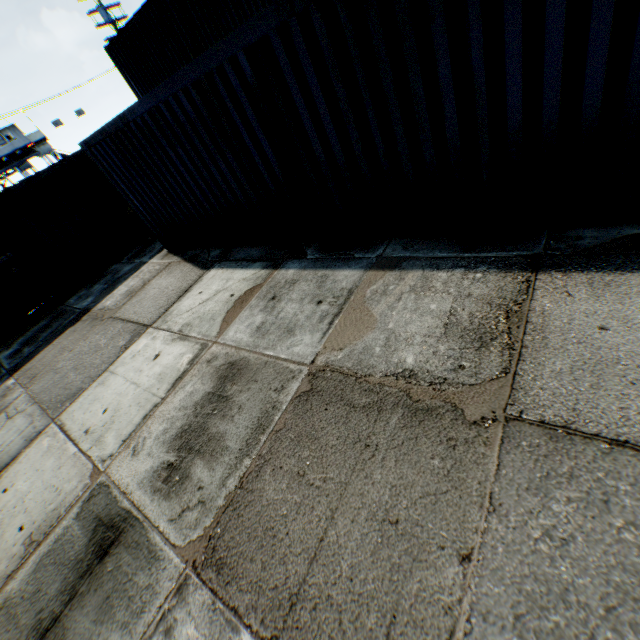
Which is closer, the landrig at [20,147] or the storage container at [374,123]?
the storage container at [374,123]

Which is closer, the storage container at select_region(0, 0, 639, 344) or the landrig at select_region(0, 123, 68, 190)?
the storage container at select_region(0, 0, 639, 344)

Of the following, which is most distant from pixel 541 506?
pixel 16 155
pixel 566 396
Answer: pixel 16 155

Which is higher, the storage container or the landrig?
the landrig

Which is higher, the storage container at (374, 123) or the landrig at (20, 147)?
the landrig at (20, 147)
